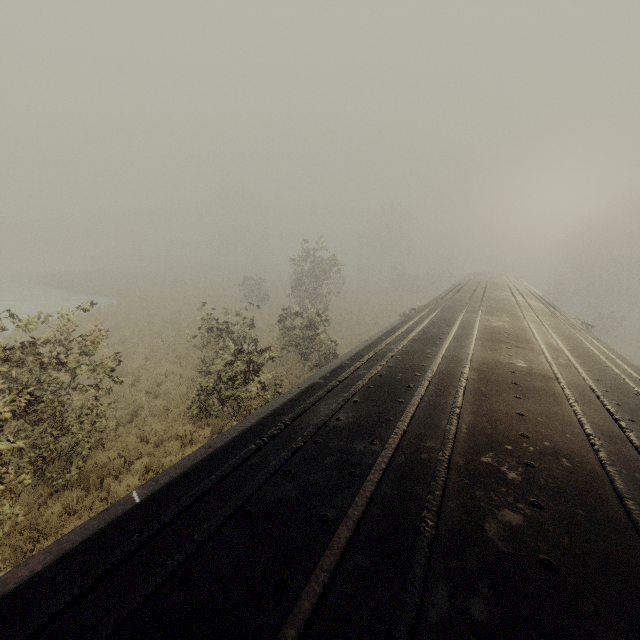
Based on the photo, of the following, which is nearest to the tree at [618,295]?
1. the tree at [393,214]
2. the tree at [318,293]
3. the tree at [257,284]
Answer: the tree at [257,284]

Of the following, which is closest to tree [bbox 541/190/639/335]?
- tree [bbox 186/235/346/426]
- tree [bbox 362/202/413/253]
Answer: tree [bbox 186/235/346/426]

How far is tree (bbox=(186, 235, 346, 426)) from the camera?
10.84m

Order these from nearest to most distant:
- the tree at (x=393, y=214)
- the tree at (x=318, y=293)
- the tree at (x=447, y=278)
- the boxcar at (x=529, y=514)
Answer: the boxcar at (x=529, y=514) < the tree at (x=318, y=293) < the tree at (x=447, y=278) < the tree at (x=393, y=214)

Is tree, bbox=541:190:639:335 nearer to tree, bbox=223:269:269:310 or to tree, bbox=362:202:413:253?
tree, bbox=223:269:269:310

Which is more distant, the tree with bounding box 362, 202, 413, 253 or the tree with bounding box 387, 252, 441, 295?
the tree with bounding box 362, 202, 413, 253

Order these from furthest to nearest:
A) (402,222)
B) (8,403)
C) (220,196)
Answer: (220,196)
(402,222)
(8,403)

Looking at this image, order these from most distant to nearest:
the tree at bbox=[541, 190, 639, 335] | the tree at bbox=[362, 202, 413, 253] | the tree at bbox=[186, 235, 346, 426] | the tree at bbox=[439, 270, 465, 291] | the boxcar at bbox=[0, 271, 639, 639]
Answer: the tree at bbox=[362, 202, 413, 253] → the tree at bbox=[439, 270, 465, 291] → the tree at bbox=[541, 190, 639, 335] → the tree at bbox=[186, 235, 346, 426] → the boxcar at bbox=[0, 271, 639, 639]
